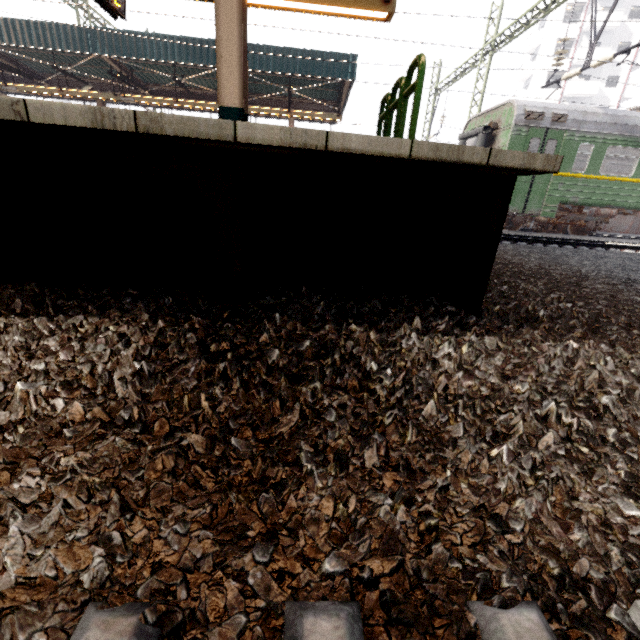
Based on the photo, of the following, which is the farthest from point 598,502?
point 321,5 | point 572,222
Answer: point 572,222

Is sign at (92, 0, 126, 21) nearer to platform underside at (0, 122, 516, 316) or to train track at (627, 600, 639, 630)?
platform underside at (0, 122, 516, 316)

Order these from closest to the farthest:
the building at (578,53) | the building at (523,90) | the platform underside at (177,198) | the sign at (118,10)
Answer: the platform underside at (177,198)
the sign at (118,10)
the building at (578,53)
the building at (523,90)

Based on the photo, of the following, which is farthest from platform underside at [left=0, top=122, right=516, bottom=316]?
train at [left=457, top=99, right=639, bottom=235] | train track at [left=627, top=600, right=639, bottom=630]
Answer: train at [left=457, top=99, right=639, bottom=235]

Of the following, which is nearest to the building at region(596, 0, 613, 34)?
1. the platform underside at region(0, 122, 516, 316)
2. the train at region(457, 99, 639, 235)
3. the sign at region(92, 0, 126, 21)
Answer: the train at region(457, 99, 639, 235)

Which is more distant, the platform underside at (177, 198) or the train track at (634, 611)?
the platform underside at (177, 198)

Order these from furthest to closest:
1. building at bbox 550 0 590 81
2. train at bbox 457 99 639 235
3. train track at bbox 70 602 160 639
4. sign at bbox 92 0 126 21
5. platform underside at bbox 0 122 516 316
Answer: building at bbox 550 0 590 81
train at bbox 457 99 639 235
sign at bbox 92 0 126 21
platform underside at bbox 0 122 516 316
train track at bbox 70 602 160 639

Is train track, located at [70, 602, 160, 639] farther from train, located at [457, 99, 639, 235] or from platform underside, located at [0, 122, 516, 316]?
train, located at [457, 99, 639, 235]
